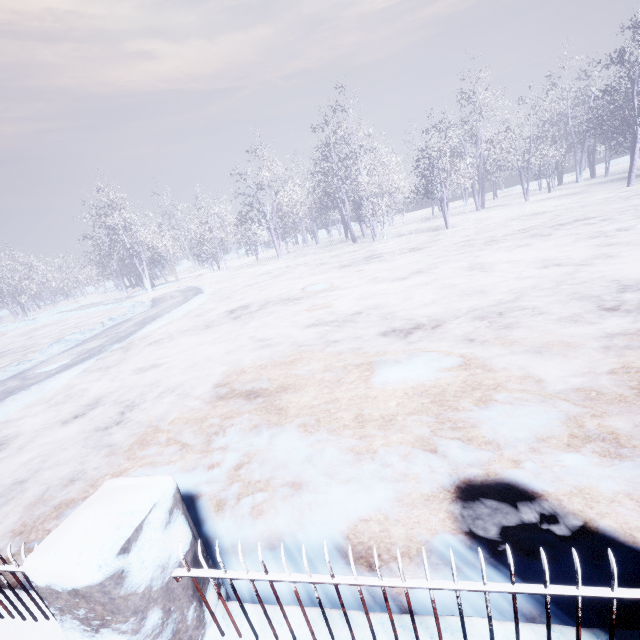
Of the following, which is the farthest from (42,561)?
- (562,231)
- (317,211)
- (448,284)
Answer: (317,211)
